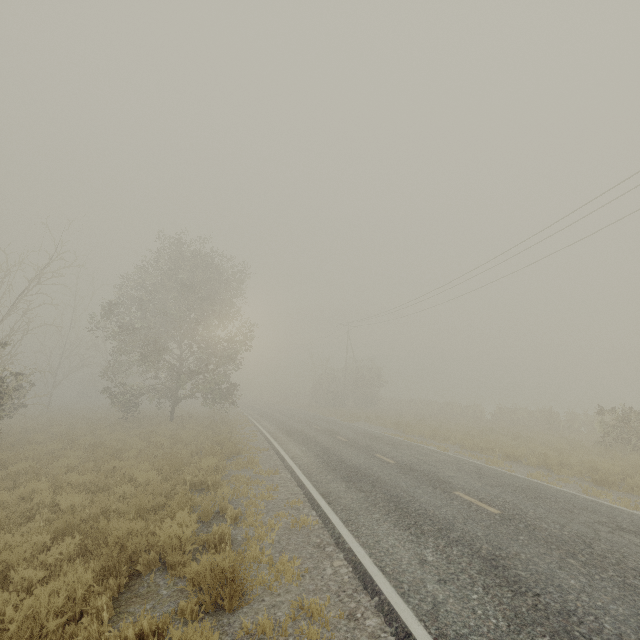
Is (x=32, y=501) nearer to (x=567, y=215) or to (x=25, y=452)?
(x=25, y=452)
